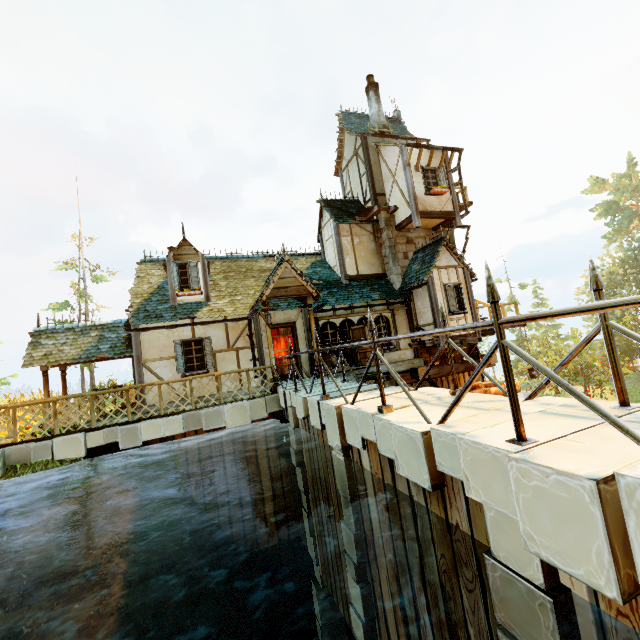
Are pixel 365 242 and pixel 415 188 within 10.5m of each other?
yes

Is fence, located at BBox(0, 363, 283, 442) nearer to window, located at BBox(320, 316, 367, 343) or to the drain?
the drain

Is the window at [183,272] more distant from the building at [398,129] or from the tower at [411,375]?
the tower at [411,375]

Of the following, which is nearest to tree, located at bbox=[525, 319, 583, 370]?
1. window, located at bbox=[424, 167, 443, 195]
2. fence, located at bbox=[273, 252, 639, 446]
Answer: fence, located at bbox=[273, 252, 639, 446]

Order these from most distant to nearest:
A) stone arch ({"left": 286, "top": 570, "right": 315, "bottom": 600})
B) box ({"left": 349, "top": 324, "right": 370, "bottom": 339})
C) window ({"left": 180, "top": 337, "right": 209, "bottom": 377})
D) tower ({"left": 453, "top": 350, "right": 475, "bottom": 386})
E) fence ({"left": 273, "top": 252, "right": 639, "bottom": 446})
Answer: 1. tower ({"left": 453, "top": 350, "right": 475, "bottom": 386})
2. box ({"left": 349, "top": 324, "right": 370, "bottom": 339})
3. window ({"left": 180, "top": 337, "right": 209, "bottom": 377})
4. stone arch ({"left": 286, "top": 570, "right": 315, "bottom": 600})
5. fence ({"left": 273, "top": 252, "right": 639, "bottom": 446})

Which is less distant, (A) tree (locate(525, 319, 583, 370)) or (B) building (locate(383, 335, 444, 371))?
(B) building (locate(383, 335, 444, 371))

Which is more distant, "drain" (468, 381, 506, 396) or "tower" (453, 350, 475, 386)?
"tower" (453, 350, 475, 386)

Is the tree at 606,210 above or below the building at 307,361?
above
